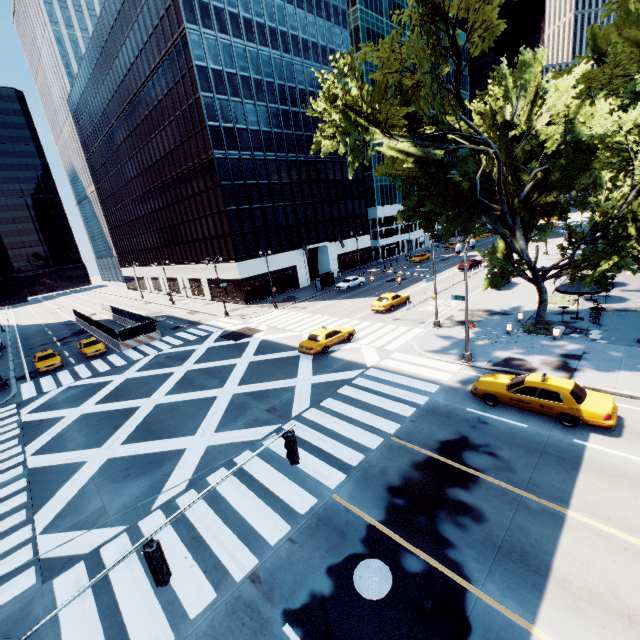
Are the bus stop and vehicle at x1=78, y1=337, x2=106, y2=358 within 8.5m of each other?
no

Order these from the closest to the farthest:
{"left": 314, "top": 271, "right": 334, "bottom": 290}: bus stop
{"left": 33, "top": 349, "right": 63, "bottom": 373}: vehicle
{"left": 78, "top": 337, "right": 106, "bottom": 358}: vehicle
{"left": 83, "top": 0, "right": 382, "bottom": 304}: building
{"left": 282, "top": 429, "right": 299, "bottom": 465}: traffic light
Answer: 1. {"left": 282, "top": 429, "right": 299, "bottom": 465}: traffic light
2. {"left": 33, "top": 349, "right": 63, "bottom": 373}: vehicle
3. {"left": 78, "top": 337, "right": 106, "bottom": 358}: vehicle
4. {"left": 83, "top": 0, "right": 382, "bottom": 304}: building
5. {"left": 314, "top": 271, "right": 334, "bottom": 290}: bus stop

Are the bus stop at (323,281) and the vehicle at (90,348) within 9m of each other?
no

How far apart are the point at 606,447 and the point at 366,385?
10.58m

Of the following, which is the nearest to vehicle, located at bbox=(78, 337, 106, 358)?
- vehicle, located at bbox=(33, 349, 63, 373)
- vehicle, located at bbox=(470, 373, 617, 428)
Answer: vehicle, located at bbox=(33, 349, 63, 373)

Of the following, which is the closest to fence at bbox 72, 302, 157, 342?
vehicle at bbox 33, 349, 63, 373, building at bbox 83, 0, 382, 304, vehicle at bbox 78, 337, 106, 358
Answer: vehicle at bbox 78, 337, 106, 358

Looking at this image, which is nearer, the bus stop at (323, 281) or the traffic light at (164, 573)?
the traffic light at (164, 573)

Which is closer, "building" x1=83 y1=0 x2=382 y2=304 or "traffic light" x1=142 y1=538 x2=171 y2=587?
"traffic light" x1=142 y1=538 x2=171 y2=587
